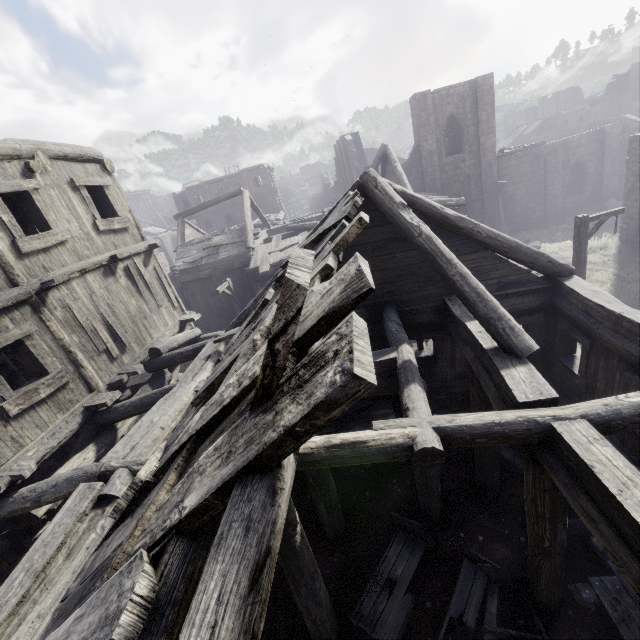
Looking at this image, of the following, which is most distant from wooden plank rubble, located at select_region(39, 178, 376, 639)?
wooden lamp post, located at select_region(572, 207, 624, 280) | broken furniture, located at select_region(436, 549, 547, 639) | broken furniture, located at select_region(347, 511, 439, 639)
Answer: wooden lamp post, located at select_region(572, 207, 624, 280)

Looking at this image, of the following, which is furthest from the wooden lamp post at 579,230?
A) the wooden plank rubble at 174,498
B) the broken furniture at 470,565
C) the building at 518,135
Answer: the broken furniture at 470,565

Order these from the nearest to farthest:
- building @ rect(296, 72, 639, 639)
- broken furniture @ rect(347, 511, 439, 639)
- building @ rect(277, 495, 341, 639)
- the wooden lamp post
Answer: building @ rect(296, 72, 639, 639), building @ rect(277, 495, 341, 639), broken furniture @ rect(347, 511, 439, 639), the wooden lamp post

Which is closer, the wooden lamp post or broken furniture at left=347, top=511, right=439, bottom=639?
broken furniture at left=347, top=511, right=439, bottom=639

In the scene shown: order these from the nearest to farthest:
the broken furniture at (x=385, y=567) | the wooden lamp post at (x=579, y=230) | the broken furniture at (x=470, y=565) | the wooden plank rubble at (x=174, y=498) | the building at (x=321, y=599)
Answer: the wooden plank rubble at (x=174, y=498)
the building at (x=321, y=599)
the broken furniture at (x=470, y=565)
the broken furniture at (x=385, y=567)
the wooden lamp post at (x=579, y=230)

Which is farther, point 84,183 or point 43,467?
point 84,183

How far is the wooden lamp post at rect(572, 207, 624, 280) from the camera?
10.8 meters

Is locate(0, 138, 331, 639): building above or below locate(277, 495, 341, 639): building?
above
